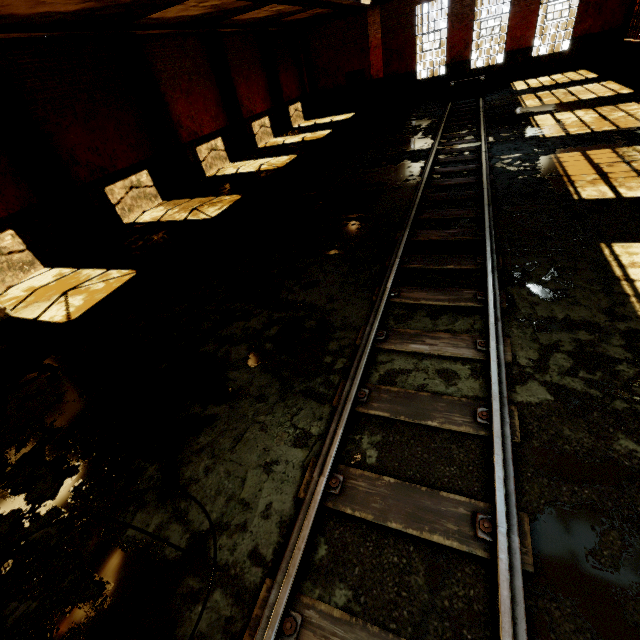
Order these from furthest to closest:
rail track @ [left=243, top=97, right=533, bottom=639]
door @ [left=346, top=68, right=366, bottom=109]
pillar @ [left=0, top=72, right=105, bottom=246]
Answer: door @ [left=346, top=68, right=366, bottom=109] < pillar @ [left=0, top=72, right=105, bottom=246] < rail track @ [left=243, top=97, right=533, bottom=639]

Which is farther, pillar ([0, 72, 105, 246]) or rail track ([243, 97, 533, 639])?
pillar ([0, 72, 105, 246])

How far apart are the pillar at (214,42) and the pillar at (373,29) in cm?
1057

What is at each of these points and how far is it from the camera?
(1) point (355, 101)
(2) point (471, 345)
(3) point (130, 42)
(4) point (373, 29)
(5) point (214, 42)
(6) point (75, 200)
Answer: (1) door, 22.7 meters
(2) rail track, 3.9 meters
(3) pillar, 10.7 meters
(4) pillar, 19.8 meters
(5) pillar, 14.2 meters
(6) pillar, 9.6 meters

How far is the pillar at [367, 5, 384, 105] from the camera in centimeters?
1939cm

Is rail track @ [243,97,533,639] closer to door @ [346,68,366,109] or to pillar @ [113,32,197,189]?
door @ [346,68,366,109]

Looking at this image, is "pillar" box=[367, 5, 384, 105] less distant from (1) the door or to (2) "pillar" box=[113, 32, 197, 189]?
(1) the door

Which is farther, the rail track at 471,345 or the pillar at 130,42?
the pillar at 130,42
